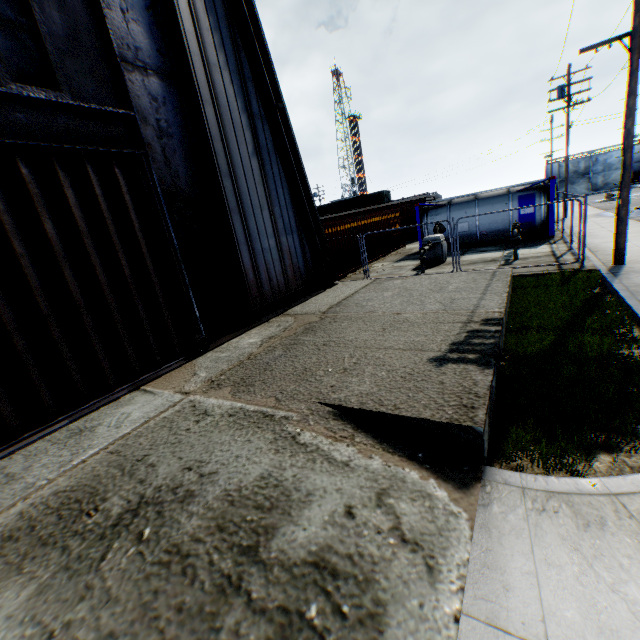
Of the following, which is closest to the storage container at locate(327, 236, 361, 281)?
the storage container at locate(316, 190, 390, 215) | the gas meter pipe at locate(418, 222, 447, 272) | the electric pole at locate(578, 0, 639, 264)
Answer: the gas meter pipe at locate(418, 222, 447, 272)

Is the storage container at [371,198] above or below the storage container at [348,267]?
above

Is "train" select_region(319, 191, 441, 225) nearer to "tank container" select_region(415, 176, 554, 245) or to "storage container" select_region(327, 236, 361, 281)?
"storage container" select_region(327, 236, 361, 281)

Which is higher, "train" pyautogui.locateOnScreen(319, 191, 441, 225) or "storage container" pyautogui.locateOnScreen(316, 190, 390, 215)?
"storage container" pyautogui.locateOnScreen(316, 190, 390, 215)

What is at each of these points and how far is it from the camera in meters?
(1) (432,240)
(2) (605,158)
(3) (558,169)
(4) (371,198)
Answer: (1) gas meter pipe, 15.5 m
(2) metal gate, 48.7 m
(3) metal gate, 51.8 m
(4) storage container, 46.5 m

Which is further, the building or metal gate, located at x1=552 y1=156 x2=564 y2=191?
metal gate, located at x1=552 y1=156 x2=564 y2=191

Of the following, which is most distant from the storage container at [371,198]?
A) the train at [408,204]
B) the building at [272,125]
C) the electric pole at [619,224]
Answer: the electric pole at [619,224]

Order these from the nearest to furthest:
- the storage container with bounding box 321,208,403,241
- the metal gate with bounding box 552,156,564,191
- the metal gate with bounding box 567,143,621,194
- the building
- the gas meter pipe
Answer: the building, the gas meter pipe, the storage container with bounding box 321,208,403,241, the metal gate with bounding box 567,143,621,194, the metal gate with bounding box 552,156,564,191
